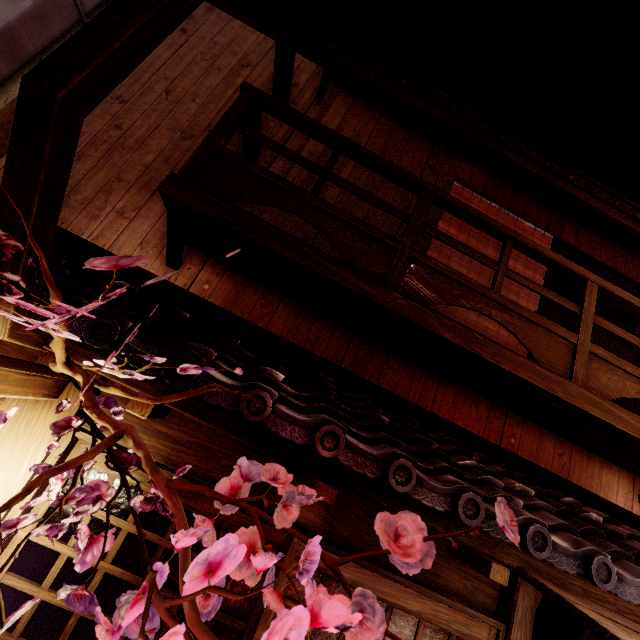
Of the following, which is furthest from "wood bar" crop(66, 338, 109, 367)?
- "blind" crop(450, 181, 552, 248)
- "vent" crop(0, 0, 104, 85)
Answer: "vent" crop(0, 0, 104, 85)

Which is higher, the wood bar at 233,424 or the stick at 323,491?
the wood bar at 233,424

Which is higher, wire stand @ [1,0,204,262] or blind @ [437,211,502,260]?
blind @ [437,211,502,260]

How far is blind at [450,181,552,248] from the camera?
8.9 meters

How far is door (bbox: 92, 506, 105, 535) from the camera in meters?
4.0

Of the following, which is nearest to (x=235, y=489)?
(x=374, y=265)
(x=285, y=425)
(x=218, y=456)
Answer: (x=285, y=425)

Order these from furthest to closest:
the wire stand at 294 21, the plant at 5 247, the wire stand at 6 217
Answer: the wire stand at 294 21
the wire stand at 6 217
the plant at 5 247

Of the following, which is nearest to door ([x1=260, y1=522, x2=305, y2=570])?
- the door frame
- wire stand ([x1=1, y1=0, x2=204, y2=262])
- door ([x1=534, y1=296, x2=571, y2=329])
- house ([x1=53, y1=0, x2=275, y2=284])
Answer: the door frame
